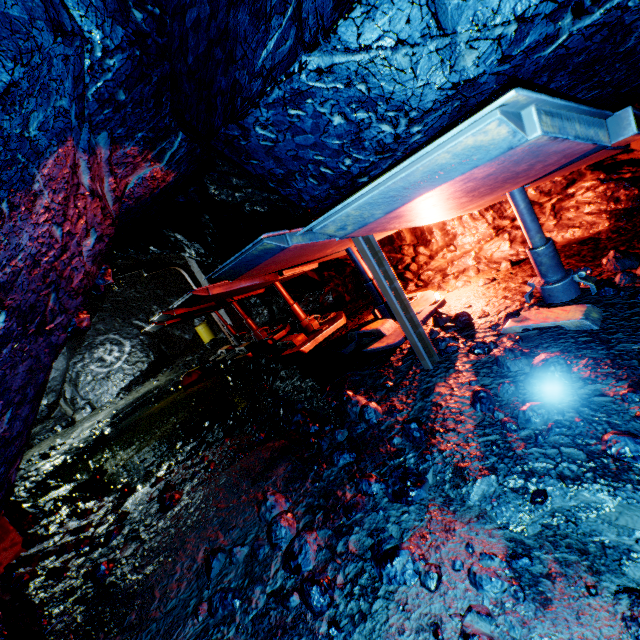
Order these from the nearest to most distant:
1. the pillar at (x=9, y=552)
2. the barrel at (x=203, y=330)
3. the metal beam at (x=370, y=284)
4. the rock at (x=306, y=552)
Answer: the rock at (x=306, y=552), the pillar at (x=9, y=552), the metal beam at (x=370, y=284), the barrel at (x=203, y=330)

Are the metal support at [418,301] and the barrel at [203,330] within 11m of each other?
no

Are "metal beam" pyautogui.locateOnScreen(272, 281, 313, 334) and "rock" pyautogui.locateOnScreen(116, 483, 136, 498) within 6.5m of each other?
yes

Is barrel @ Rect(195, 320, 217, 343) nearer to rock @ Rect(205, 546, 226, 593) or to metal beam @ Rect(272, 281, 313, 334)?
rock @ Rect(205, 546, 226, 593)

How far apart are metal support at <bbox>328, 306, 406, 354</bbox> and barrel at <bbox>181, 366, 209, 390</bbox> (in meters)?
6.31

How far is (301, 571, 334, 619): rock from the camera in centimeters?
196cm

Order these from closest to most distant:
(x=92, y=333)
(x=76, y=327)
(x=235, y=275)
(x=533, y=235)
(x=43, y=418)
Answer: (x=76, y=327), (x=533, y=235), (x=235, y=275), (x=43, y=418), (x=92, y=333)

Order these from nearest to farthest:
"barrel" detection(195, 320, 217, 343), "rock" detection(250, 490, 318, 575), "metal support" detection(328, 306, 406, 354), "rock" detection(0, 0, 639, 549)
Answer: "rock" detection(0, 0, 639, 549), "rock" detection(250, 490, 318, 575), "metal support" detection(328, 306, 406, 354), "barrel" detection(195, 320, 217, 343)
